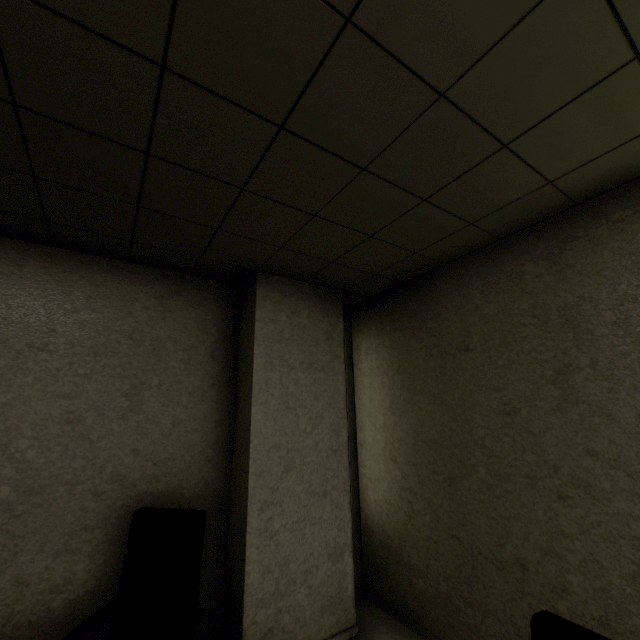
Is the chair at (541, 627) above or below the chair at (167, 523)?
above

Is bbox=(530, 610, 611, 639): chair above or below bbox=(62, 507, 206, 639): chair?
above

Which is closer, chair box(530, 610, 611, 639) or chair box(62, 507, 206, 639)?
chair box(530, 610, 611, 639)

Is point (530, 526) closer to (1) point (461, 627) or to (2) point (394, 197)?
(1) point (461, 627)

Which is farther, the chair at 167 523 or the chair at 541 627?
the chair at 167 523
